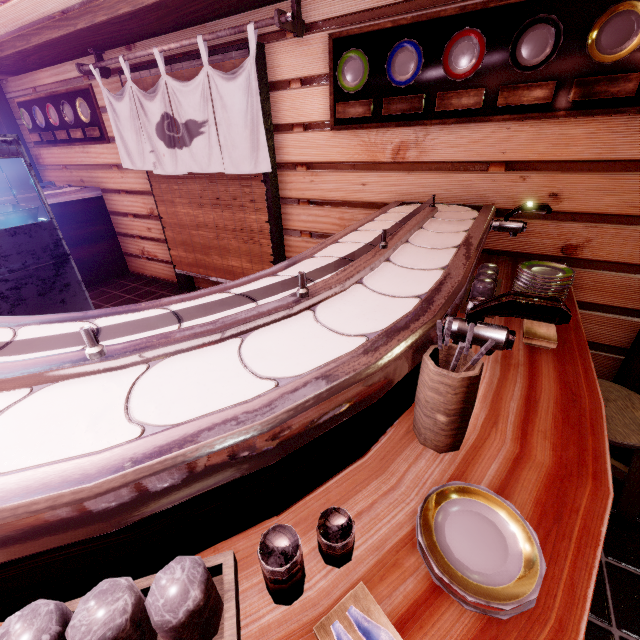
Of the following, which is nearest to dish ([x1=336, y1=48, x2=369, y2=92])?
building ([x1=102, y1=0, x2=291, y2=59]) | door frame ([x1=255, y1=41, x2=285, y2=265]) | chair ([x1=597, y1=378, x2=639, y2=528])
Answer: building ([x1=102, y1=0, x2=291, y2=59])

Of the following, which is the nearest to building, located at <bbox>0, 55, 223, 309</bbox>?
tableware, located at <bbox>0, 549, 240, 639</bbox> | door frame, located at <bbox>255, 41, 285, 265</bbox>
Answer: door frame, located at <bbox>255, 41, 285, 265</bbox>

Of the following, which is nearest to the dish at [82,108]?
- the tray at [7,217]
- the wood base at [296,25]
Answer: the tray at [7,217]

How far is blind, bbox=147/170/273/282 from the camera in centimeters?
627cm

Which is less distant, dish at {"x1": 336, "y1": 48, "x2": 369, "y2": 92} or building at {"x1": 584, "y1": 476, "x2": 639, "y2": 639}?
building at {"x1": 584, "y1": 476, "x2": 639, "y2": 639}

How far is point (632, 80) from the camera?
3.3m

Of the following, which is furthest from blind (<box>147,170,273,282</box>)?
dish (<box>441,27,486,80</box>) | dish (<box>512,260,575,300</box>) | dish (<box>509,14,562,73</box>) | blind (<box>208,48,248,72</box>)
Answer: dish (<box>512,260,575,300</box>)

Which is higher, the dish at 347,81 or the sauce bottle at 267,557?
the dish at 347,81
